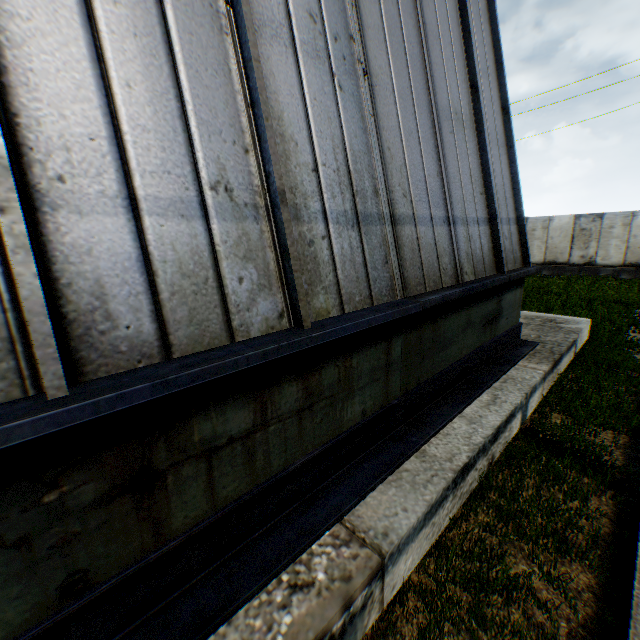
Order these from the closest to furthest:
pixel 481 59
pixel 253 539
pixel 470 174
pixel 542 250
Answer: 1. pixel 253 539
2. pixel 470 174
3. pixel 481 59
4. pixel 542 250
